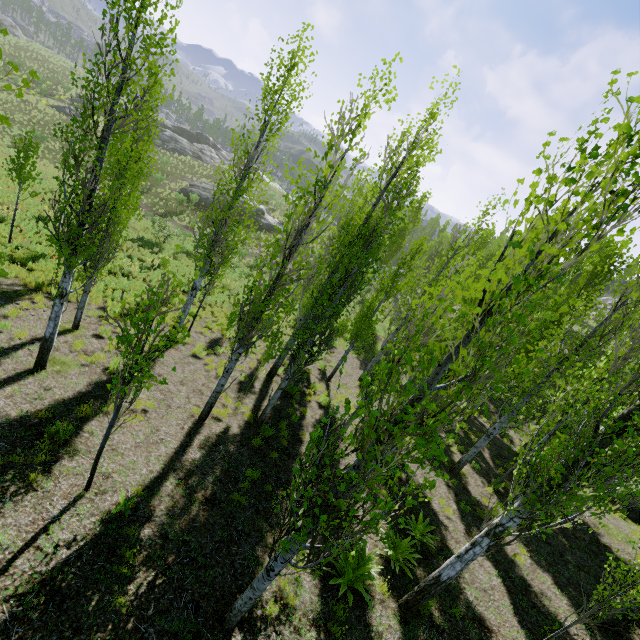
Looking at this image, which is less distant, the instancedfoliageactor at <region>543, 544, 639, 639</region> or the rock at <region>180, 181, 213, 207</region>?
the instancedfoliageactor at <region>543, 544, 639, 639</region>

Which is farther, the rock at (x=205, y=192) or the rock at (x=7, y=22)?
the rock at (x=7, y=22)

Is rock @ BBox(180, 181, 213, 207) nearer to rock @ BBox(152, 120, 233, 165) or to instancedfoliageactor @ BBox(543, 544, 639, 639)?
instancedfoliageactor @ BBox(543, 544, 639, 639)

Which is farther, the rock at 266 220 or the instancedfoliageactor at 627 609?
the rock at 266 220

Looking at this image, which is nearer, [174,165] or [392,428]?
[392,428]

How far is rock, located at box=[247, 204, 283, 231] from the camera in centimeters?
3944cm

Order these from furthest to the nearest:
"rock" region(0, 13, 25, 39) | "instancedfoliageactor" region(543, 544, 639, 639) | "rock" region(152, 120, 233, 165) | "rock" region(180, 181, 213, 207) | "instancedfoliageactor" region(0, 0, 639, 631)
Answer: "rock" region(0, 13, 25, 39)
"rock" region(152, 120, 233, 165)
"rock" region(180, 181, 213, 207)
"instancedfoliageactor" region(543, 544, 639, 639)
"instancedfoliageactor" region(0, 0, 639, 631)

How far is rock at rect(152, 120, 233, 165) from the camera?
46.9 meters
